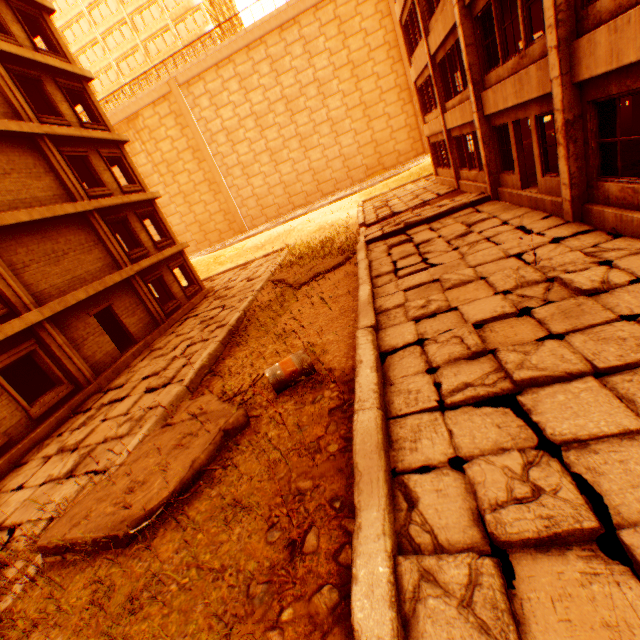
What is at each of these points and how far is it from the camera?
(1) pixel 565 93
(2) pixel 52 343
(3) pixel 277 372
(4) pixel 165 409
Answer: (1) pillar, 6.38m
(2) concrete pillar, 10.94m
(3) metal barrel, 6.06m
(4) concrete curb, 7.96m

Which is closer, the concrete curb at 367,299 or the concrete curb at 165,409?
the concrete curb at 367,299

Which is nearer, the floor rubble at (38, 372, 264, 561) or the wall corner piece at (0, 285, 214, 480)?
the floor rubble at (38, 372, 264, 561)

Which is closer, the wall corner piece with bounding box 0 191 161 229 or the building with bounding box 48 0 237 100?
the wall corner piece with bounding box 0 191 161 229

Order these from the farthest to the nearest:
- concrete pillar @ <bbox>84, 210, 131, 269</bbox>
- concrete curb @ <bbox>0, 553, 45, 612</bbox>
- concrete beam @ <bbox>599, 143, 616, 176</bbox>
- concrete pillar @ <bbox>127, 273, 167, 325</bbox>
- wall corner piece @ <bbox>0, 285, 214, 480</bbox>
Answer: concrete pillar @ <bbox>127, 273, 167, 325</bbox> → concrete pillar @ <bbox>84, 210, 131, 269</bbox> → wall corner piece @ <bbox>0, 285, 214, 480</bbox> → concrete beam @ <bbox>599, 143, 616, 176</bbox> → concrete curb @ <bbox>0, 553, 45, 612</bbox>

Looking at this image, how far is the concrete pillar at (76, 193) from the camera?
12.9m

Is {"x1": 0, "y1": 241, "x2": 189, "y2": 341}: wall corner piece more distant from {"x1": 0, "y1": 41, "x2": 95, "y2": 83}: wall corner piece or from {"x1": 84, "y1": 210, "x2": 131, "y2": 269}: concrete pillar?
{"x1": 0, "y1": 41, "x2": 95, "y2": 83}: wall corner piece

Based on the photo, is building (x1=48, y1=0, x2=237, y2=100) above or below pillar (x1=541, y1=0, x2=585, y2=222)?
Result: above
